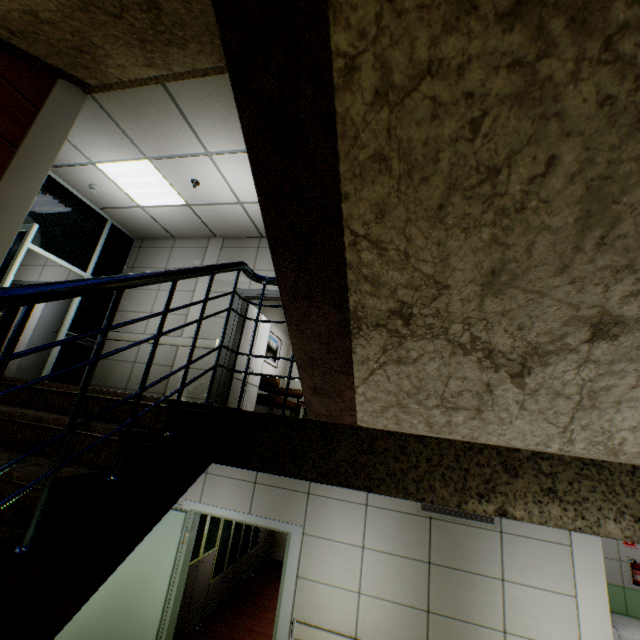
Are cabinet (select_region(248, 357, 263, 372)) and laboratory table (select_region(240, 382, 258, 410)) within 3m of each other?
yes

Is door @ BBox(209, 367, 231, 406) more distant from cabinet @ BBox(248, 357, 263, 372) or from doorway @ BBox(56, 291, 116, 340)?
doorway @ BBox(56, 291, 116, 340)

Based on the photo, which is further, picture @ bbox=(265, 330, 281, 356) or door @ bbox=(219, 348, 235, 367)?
picture @ bbox=(265, 330, 281, 356)

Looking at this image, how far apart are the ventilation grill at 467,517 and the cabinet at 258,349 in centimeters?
335cm

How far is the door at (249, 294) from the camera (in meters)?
5.80

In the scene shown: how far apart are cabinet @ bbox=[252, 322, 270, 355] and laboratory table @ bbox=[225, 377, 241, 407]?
0.02m

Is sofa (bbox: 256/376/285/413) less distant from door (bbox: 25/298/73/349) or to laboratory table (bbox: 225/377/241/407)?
laboratory table (bbox: 225/377/241/407)

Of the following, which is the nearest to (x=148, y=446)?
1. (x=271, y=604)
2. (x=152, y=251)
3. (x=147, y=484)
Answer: (x=147, y=484)
